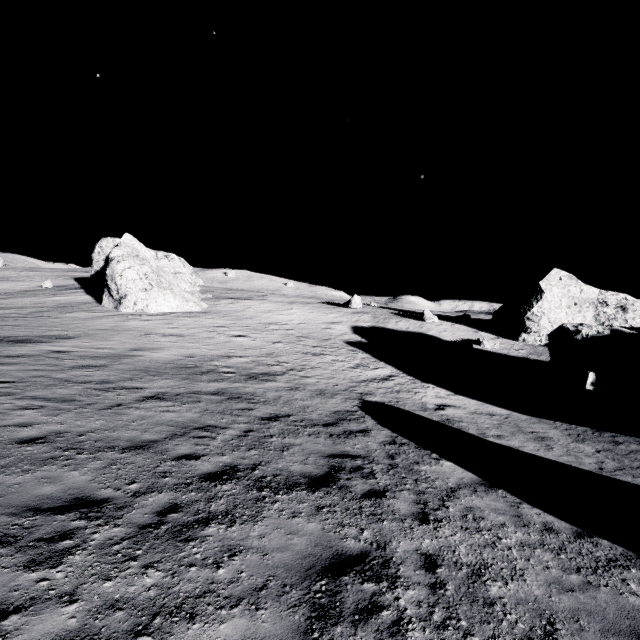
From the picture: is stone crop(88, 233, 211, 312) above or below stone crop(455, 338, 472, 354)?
above

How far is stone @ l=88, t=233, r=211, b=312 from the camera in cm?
2917

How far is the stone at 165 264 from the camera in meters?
29.2

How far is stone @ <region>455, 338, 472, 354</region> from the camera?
29.0m

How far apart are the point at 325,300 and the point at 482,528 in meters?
42.9

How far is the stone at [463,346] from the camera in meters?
29.0
